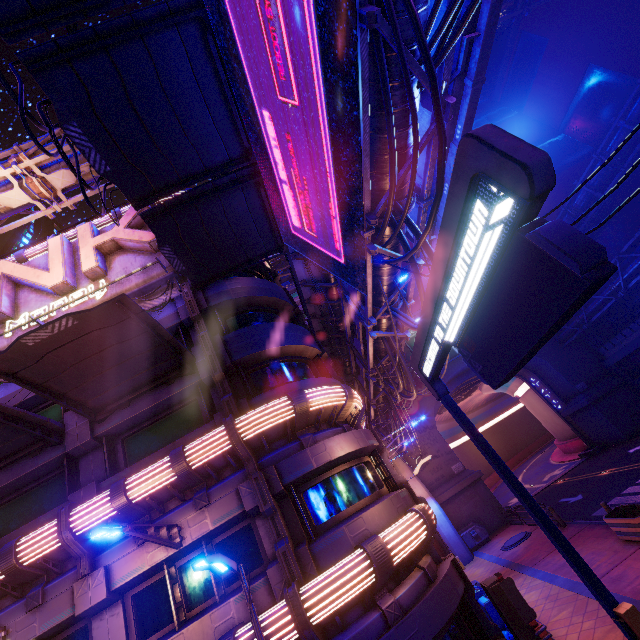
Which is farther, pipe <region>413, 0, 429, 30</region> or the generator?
the generator

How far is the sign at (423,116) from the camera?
Result: 8.39m

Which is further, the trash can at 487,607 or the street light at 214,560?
the trash can at 487,607

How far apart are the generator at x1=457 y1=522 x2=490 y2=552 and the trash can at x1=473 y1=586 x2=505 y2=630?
13.5m

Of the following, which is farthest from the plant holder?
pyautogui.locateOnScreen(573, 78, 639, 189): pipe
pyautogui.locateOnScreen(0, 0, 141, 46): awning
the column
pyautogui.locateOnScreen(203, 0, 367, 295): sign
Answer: pyautogui.locateOnScreen(573, 78, 639, 189): pipe

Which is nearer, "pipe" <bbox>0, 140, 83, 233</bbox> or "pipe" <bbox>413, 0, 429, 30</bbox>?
"pipe" <bbox>413, 0, 429, 30</bbox>

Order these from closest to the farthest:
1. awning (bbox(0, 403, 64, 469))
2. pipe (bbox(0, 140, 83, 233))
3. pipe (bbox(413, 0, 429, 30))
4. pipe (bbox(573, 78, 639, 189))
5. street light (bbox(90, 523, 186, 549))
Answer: pipe (bbox(413, 0, 429, 30))
street light (bbox(90, 523, 186, 549))
awning (bbox(0, 403, 64, 469))
pipe (bbox(0, 140, 83, 233))
pipe (bbox(573, 78, 639, 189))

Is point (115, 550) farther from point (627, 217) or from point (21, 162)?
point (627, 217)
